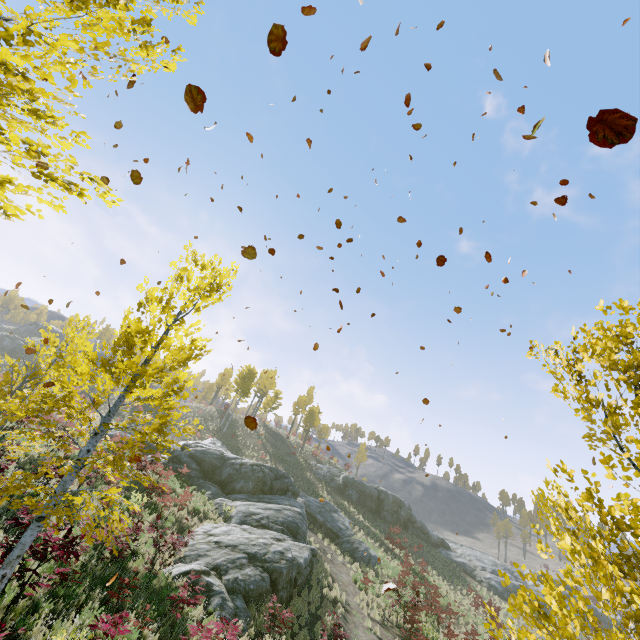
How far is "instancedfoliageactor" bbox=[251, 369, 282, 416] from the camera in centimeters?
5153cm

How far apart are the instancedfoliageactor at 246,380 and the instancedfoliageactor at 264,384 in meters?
9.3

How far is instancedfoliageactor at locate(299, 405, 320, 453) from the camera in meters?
47.5 m

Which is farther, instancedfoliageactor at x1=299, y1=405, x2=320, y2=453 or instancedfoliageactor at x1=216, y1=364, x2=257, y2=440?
instancedfoliageactor at x1=299, y1=405, x2=320, y2=453

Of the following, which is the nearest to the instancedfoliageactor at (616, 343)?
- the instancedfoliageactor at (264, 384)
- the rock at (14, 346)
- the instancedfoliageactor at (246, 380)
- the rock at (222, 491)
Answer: the rock at (222, 491)

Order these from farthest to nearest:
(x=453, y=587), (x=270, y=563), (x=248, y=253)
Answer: (x=453, y=587), (x=270, y=563), (x=248, y=253)

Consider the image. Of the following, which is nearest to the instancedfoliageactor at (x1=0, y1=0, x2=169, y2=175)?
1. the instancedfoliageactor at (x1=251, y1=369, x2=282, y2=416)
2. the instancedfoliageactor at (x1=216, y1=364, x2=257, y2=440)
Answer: the instancedfoliageactor at (x1=216, y1=364, x2=257, y2=440)

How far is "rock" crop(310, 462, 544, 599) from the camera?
34.8m
